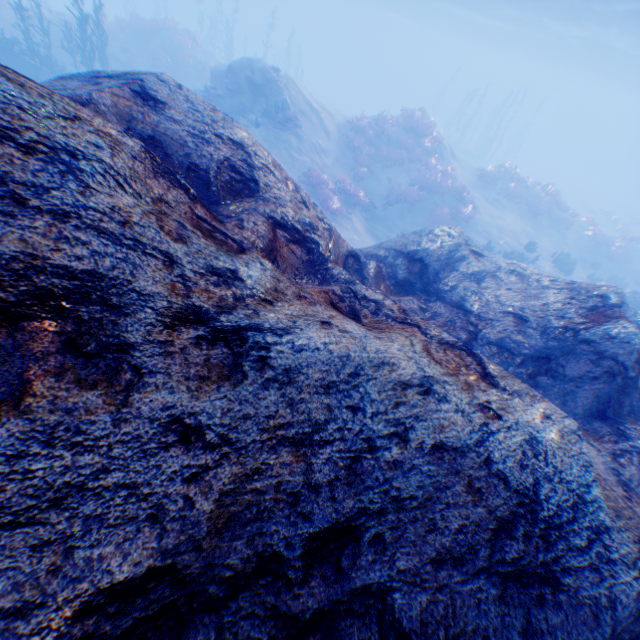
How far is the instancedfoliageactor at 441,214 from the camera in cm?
1833

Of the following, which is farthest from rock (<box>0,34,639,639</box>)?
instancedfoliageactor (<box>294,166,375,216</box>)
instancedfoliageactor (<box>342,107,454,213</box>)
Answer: instancedfoliageactor (<box>342,107,454,213</box>)

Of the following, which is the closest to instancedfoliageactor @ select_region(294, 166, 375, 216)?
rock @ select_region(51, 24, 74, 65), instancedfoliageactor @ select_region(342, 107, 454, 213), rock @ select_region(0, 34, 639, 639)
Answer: instancedfoliageactor @ select_region(342, 107, 454, 213)

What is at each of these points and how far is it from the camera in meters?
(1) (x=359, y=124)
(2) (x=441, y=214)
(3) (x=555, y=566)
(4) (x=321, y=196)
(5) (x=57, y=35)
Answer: (1) instancedfoliageactor, 19.4 m
(2) instancedfoliageactor, 18.3 m
(3) rock, 2.1 m
(4) instancedfoliageactor, 15.8 m
(5) rock, 21.6 m

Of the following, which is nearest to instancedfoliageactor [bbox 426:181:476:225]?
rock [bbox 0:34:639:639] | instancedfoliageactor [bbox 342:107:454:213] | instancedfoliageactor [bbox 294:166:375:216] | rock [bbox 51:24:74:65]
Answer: instancedfoliageactor [bbox 294:166:375:216]

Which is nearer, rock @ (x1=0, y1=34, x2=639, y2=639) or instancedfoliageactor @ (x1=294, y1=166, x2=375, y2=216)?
rock @ (x1=0, y1=34, x2=639, y2=639)

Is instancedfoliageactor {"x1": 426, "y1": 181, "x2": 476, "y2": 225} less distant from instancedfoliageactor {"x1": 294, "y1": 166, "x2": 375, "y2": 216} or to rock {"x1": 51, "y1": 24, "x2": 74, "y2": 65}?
instancedfoliageactor {"x1": 294, "y1": 166, "x2": 375, "y2": 216}

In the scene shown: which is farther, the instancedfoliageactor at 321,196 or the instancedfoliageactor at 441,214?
the instancedfoliageactor at 441,214
